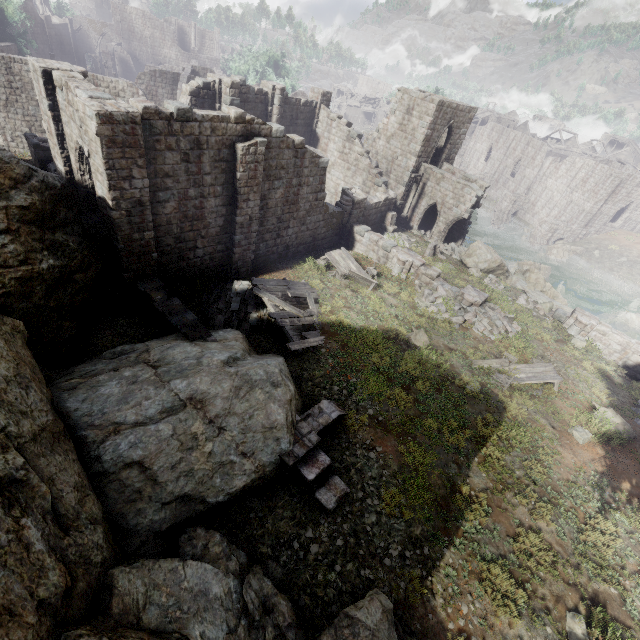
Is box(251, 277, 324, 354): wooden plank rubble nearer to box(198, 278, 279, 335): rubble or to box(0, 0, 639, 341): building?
box(198, 278, 279, 335): rubble

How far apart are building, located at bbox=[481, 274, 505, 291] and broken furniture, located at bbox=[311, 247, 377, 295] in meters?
8.1

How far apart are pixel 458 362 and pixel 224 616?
12.5m

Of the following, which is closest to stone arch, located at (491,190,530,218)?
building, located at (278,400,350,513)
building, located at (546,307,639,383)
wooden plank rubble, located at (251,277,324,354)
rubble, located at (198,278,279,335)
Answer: building, located at (546,307,639,383)

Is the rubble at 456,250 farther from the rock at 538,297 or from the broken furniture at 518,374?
the broken furniture at 518,374

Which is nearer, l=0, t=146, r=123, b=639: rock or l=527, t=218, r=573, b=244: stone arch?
l=0, t=146, r=123, b=639: rock

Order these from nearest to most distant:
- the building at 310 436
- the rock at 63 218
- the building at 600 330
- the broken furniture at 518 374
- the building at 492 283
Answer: the rock at 63 218, the building at 310 436, the broken furniture at 518 374, the building at 600 330, the building at 492 283

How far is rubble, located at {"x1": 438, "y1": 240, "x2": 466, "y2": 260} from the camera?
26.3 meters
